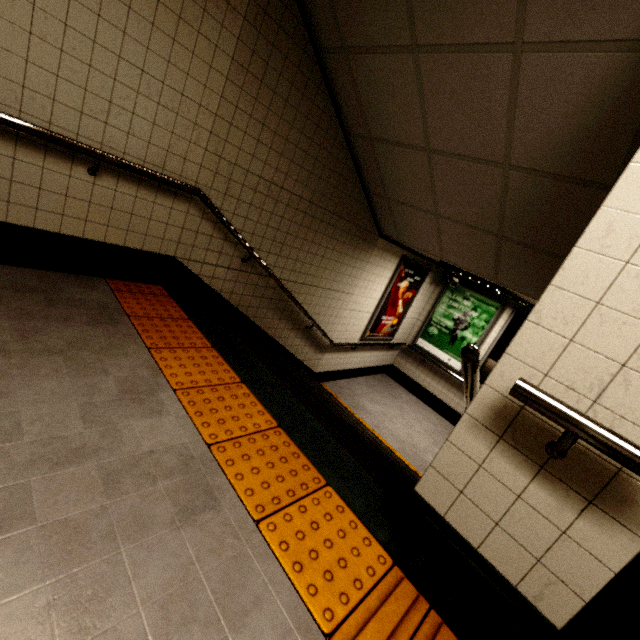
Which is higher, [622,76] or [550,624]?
[622,76]

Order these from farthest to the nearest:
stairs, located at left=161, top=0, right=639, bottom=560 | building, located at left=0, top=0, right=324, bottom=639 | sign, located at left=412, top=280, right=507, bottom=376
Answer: sign, located at left=412, top=280, right=507, bottom=376 → stairs, located at left=161, top=0, right=639, bottom=560 → building, located at left=0, top=0, right=324, bottom=639

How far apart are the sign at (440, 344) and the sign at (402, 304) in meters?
0.7

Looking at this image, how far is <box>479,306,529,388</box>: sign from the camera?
6.3m

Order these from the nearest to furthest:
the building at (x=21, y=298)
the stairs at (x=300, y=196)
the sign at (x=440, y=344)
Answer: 1. the building at (x=21, y=298)
2. the stairs at (x=300, y=196)
3. the sign at (x=440, y=344)

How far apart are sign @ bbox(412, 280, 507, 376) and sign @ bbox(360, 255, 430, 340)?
0.7 meters

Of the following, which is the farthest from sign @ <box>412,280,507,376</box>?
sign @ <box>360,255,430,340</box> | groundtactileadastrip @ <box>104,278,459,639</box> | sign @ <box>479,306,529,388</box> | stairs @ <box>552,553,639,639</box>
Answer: groundtactileadastrip @ <box>104,278,459,639</box>

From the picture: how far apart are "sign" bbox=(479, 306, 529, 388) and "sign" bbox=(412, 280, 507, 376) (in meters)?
0.13
